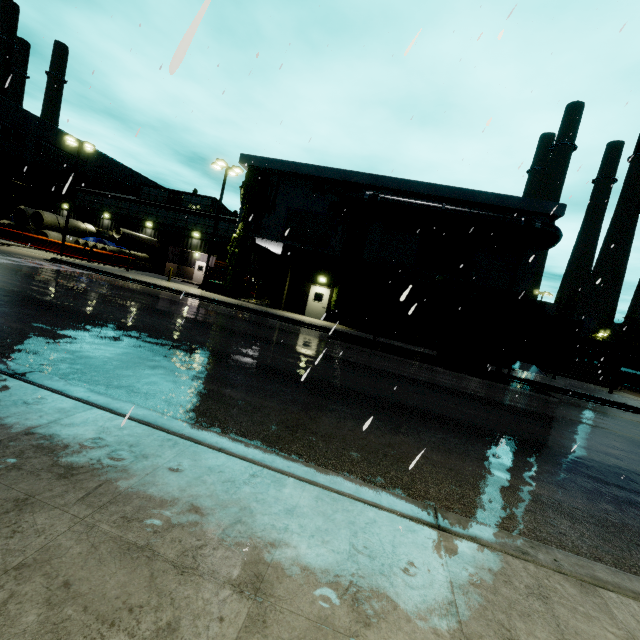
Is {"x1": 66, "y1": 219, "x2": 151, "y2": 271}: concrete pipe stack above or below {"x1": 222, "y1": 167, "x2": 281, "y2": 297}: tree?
below

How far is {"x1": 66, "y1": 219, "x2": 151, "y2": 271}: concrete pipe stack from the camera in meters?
31.9

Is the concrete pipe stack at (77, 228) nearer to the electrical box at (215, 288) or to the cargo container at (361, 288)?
the electrical box at (215, 288)

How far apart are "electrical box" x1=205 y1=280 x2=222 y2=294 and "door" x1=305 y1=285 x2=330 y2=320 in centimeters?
678cm

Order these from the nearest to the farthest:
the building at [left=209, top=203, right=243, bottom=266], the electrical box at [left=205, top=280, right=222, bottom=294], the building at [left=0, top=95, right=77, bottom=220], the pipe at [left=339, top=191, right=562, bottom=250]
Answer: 1. the pipe at [left=339, top=191, right=562, bottom=250]
2. the electrical box at [left=205, top=280, right=222, bottom=294]
3. the building at [left=209, top=203, right=243, bottom=266]
4. the building at [left=0, top=95, right=77, bottom=220]

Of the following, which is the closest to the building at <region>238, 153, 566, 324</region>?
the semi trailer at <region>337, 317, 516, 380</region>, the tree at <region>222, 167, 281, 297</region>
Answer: the tree at <region>222, 167, 281, 297</region>

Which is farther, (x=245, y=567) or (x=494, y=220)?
(x=494, y=220)

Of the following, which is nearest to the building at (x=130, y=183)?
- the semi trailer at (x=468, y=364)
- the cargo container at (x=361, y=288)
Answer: the cargo container at (x=361, y=288)
